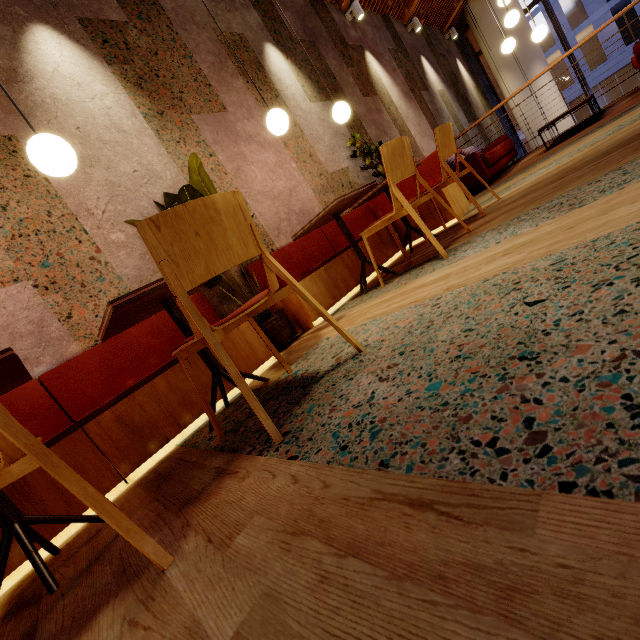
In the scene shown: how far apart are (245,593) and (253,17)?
5.9m

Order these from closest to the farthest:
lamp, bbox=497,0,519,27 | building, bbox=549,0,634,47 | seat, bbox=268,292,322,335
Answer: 1. seat, bbox=268,292,322,335
2. lamp, bbox=497,0,519,27
3. building, bbox=549,0,634,47

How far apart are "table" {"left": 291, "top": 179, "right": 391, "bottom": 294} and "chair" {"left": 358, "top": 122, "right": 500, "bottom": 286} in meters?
0.2

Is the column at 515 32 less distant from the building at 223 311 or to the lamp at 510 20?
the building at 223 311

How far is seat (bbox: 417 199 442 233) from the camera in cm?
363

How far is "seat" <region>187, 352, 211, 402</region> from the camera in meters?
2.1 m

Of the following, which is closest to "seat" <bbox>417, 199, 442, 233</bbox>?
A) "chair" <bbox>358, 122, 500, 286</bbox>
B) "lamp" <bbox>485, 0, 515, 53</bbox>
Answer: "chair" <bbox>358, 122, 500, 286</bbox>

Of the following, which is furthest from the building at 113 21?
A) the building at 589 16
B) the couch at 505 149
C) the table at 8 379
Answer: the building at 589 16
